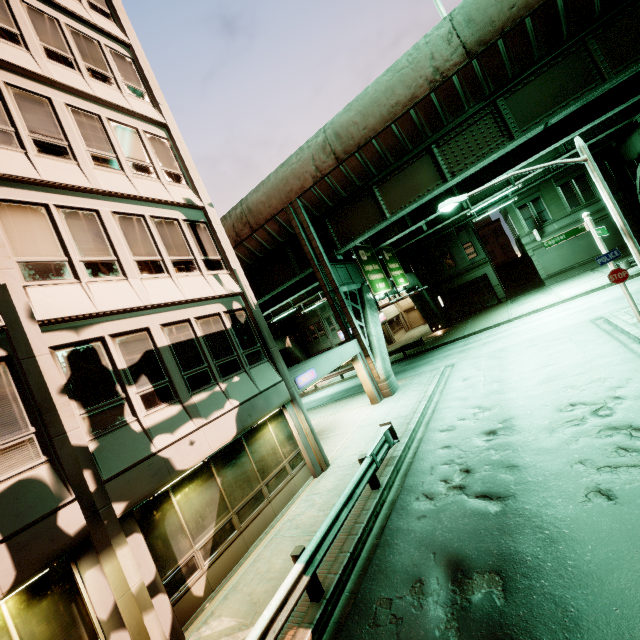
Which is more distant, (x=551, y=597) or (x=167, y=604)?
(x=167, y=604)

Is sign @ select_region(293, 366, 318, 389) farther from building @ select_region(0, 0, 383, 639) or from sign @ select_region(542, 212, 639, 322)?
sign @ select_region(542, 212, 639, 322)

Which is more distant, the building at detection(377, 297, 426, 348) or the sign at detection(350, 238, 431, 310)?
the building at detection(377, 297, 426, 348)

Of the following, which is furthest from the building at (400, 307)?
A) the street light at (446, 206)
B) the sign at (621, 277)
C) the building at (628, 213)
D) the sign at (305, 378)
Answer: the sign at (305, 378)

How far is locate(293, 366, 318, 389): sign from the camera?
12.86m

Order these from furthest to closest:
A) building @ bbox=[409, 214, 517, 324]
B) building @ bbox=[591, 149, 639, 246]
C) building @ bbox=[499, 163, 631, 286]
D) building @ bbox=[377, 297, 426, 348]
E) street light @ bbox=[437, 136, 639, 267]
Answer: building @ bbox=[377, 297, 426, 348] → building @ bbox=[409, 214, 517, 324] → building @ bbox=[499, 163, 631, 286] → building @ bbox=[591, 149, 639, 246] → street light @ bbox=[437, 136, 639, 267]

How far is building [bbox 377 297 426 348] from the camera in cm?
4294

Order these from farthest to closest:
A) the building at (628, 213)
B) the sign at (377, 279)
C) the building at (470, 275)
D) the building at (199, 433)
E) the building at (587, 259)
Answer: the building at (470, 275) → the building at (587, 259) → the building at (628, 213) → the sign at (377, 279) → the building at (199, 433)
